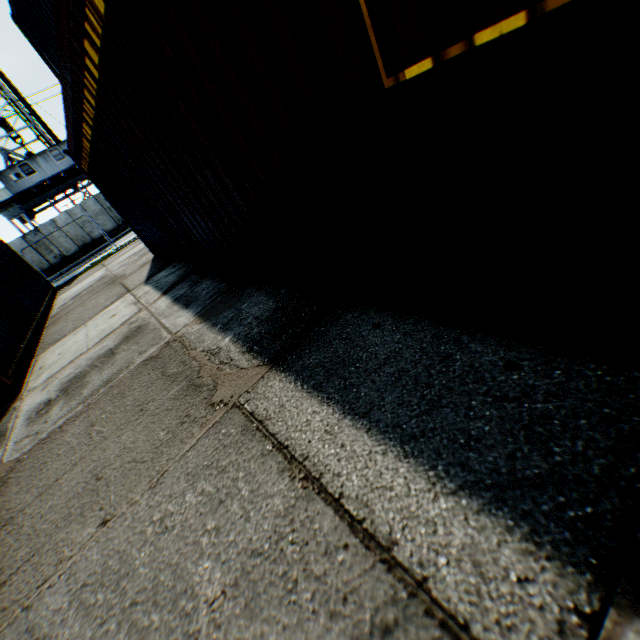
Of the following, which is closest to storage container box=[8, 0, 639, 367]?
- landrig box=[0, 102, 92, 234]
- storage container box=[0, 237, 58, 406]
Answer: storage container box=[0, 237, 58, 406]

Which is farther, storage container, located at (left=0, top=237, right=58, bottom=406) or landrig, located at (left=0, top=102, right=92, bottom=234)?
landrig, located at (left=0, top=102, right=92, bottom=234)

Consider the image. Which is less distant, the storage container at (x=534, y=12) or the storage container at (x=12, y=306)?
the storage container at (x=534, y=12)

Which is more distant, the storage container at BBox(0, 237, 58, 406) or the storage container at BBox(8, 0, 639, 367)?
the storage container at BBox(0, 237, 58, 406)

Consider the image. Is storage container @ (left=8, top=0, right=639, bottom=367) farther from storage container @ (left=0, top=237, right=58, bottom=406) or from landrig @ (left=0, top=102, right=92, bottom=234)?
landrig @ (left=0, top=102, right=92, bottom=234)

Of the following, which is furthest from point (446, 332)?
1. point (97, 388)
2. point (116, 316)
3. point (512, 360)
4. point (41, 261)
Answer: point (41, 261)

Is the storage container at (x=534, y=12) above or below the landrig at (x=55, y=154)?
below
